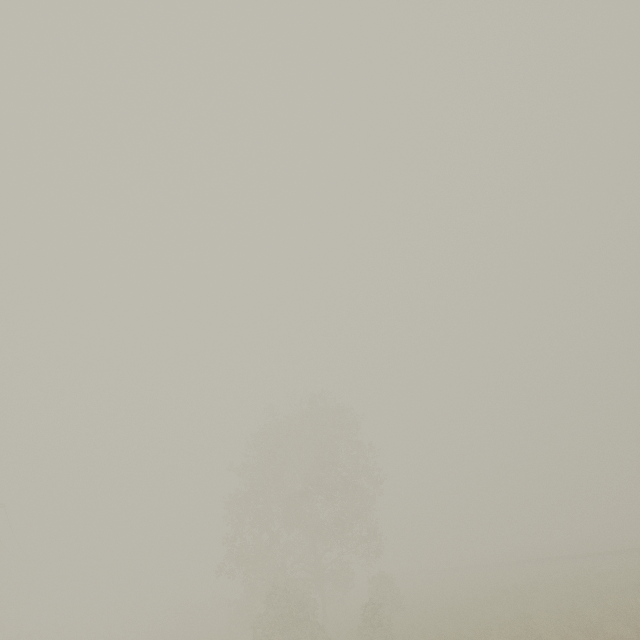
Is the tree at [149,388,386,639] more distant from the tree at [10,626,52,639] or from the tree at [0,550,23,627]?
the tree at [0,550,23,627]

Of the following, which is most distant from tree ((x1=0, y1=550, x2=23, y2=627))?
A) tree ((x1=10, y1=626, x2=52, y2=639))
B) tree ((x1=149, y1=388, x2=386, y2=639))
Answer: tree ((x1=149, y1=388, x2=386, y2=639))

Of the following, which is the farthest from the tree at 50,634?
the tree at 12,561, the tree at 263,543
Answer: the tree at 263,543

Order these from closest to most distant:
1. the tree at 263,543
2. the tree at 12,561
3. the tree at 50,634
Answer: the tree at 263,543, the tree at 50,634, the tree at 12,561

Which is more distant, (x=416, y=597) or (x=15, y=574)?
(x=15, y=574)
